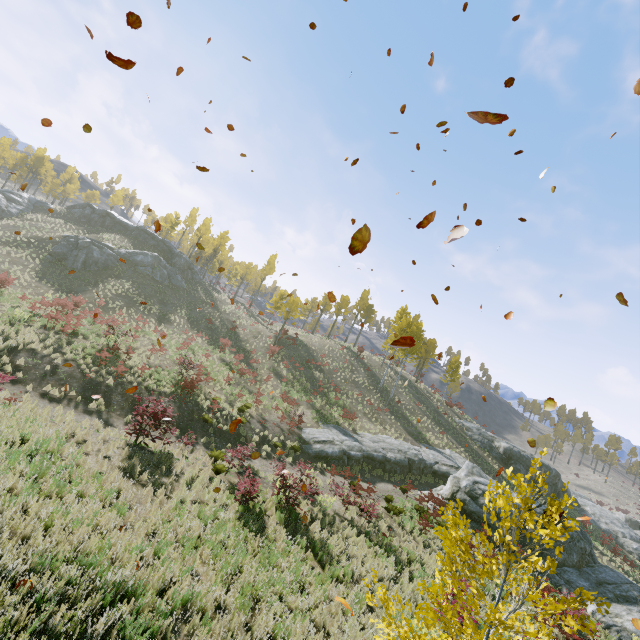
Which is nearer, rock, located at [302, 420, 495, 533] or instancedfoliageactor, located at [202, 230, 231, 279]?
rock, located at [302, 420, 495, 533]

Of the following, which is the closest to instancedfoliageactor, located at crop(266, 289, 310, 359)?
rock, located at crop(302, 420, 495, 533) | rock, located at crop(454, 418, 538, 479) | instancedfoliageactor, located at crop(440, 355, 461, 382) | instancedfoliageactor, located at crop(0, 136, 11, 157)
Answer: rock, located at crop(302, 420, 495, 533)

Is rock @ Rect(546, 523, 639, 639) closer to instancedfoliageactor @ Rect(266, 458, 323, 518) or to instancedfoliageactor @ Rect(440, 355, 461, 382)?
instancedfoliageactor @ Rect(266, 458, 323, 518)

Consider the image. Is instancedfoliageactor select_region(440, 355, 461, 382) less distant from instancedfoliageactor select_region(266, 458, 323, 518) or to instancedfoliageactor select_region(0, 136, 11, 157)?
instancedfoliageactor select_region(266, 458, 323, 518)

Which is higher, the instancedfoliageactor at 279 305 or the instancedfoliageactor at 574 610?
the instancedfoliageactor at 279 305

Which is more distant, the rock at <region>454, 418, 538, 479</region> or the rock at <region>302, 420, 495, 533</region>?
the rock at <region>454, 418, 538, 479</region>

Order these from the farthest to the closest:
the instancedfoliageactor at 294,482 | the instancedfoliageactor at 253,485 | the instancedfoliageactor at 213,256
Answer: the instancedfoliageactor at 213,256, the instancedfoliageactor at 294,482, the instancedfoliageactor at 253,485

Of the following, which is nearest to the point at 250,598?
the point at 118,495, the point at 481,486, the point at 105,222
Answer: the point at 118,495
